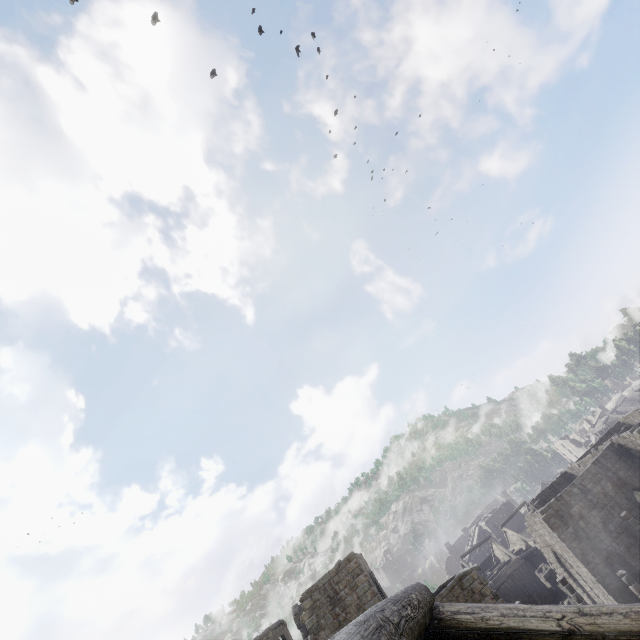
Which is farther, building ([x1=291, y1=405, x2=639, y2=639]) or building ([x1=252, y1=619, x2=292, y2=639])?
building ([x1=252, y1=619, x2=292, y2=639])

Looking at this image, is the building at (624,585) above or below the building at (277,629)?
below

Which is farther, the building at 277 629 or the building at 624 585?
the building at 277 629

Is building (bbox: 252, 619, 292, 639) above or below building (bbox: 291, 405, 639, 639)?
above

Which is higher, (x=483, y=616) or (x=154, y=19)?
(x=154, y=19)
